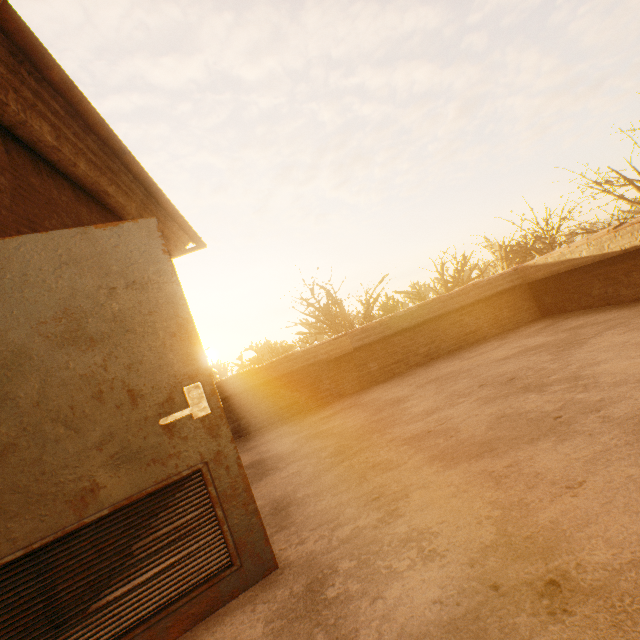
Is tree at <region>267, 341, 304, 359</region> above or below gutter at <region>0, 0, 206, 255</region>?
below

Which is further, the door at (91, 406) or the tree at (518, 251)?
the tree at (518, 251)

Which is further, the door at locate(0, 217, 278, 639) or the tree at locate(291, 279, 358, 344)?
the tree at locate(291, 279, 358, 344)

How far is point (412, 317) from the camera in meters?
6.2

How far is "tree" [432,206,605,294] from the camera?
16.2 meters

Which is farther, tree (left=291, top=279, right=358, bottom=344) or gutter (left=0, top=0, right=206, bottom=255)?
tree (left=291, top=279, right=358, bottom=344)

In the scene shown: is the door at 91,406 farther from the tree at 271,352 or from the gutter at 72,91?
the tree at 271,352
